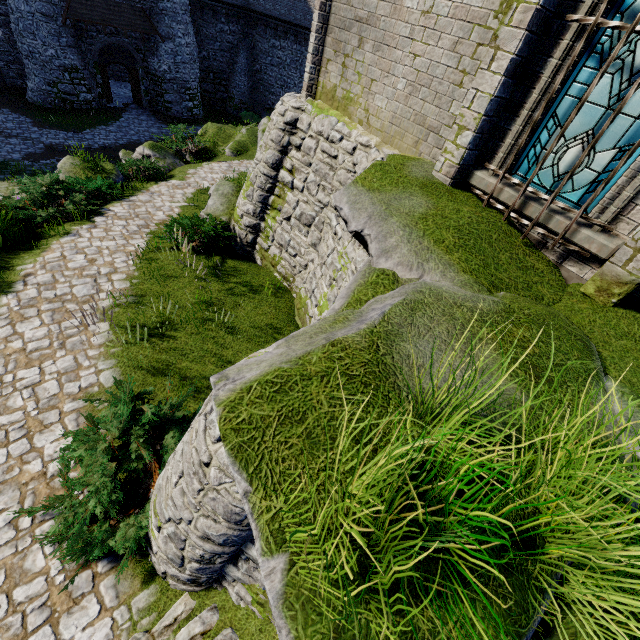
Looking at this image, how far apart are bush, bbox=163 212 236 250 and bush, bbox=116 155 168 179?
5.2 meters

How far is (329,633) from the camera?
1.4m

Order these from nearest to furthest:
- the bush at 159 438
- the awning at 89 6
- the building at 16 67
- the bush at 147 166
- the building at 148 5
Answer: Result:
the bush at 159 438
the bush at 147 166
the awning at 89 6
the building at 16 67
the building at 148 5

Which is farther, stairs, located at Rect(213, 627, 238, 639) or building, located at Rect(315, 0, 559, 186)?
building, located at Rect(315, 0, 559, 186)

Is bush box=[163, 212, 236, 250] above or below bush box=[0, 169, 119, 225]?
above

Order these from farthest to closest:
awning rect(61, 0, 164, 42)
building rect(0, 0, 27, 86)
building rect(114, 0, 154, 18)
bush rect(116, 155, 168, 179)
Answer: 1. building rect(114, 0, 154, 18)
2. building rect(0, 0, 27, 86)
3. awning rect(61, 0, 164, 42)
4. bush rect(116, 155, 168, 179)

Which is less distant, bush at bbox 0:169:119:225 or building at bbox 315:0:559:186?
building at bbox 315:0:559:186

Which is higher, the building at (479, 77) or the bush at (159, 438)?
the building at (479, 77)
